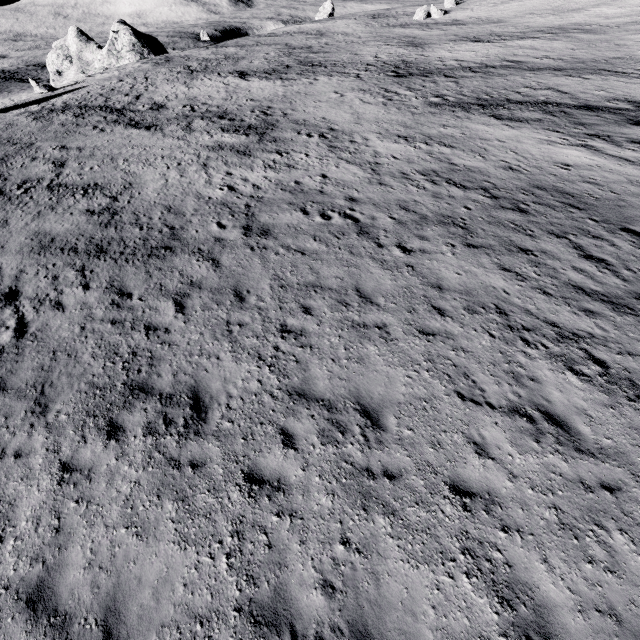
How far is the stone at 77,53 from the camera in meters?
56.0 m

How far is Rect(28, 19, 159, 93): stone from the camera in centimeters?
5597cm

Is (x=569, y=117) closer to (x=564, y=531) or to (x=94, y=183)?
(x=564, y=531)
